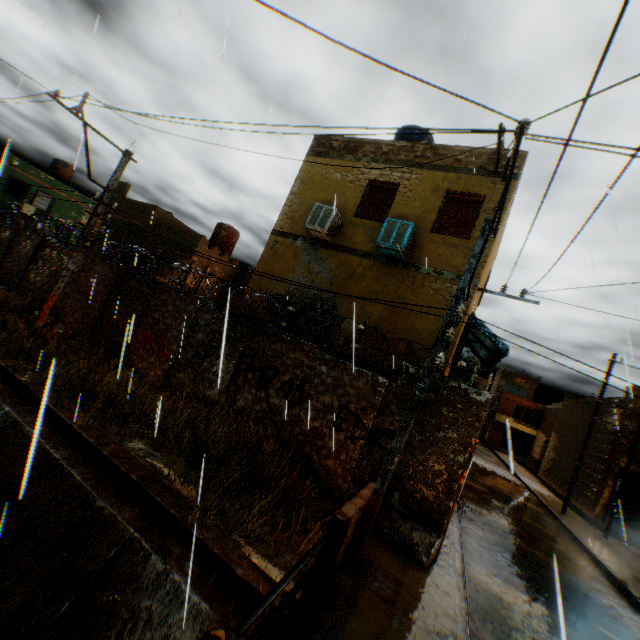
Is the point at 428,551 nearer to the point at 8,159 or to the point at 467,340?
the point at 467,340

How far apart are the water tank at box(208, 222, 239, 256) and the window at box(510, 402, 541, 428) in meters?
39.9

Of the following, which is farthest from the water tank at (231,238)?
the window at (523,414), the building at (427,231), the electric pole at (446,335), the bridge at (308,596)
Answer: the window at (523,414)

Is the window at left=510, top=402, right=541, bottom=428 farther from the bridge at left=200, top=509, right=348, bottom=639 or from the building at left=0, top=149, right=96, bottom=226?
the building at left=0, top=149, right=96, bottom=226

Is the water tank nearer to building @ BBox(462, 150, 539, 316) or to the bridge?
building @ BBox(462, 150, 539, 316)

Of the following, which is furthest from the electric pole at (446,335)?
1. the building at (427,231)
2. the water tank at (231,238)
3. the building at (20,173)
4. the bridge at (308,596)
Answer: the building at (20,173)

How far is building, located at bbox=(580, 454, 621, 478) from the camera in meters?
19.2 m

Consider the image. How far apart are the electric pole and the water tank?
17.74m
